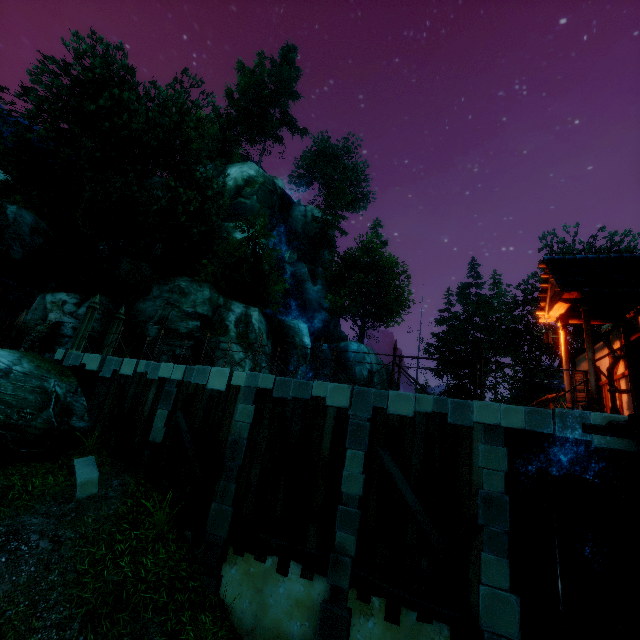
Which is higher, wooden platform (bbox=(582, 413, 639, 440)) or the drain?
wooden platform (bbox=(582, 413, 639, 440))

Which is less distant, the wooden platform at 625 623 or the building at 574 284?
the wooden platform at 625 623

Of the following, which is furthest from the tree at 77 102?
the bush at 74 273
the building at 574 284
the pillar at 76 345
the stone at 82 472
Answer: the stone at 82 472

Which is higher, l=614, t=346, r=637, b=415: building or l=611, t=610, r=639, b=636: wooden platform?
l=614, t=346, r=637, b=415: building

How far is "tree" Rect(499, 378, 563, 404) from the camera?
32.97m

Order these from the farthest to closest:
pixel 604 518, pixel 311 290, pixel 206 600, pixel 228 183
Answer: pixel 311 290 < pixel 228 183 < pixel 206 600 < pixel 604 518

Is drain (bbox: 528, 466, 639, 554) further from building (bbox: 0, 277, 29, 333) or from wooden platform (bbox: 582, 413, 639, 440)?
building (bbox: 0, 277, 29, 333)

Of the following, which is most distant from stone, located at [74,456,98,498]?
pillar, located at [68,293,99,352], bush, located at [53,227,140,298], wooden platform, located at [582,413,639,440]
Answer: bush, located at [53,227,140,298]
